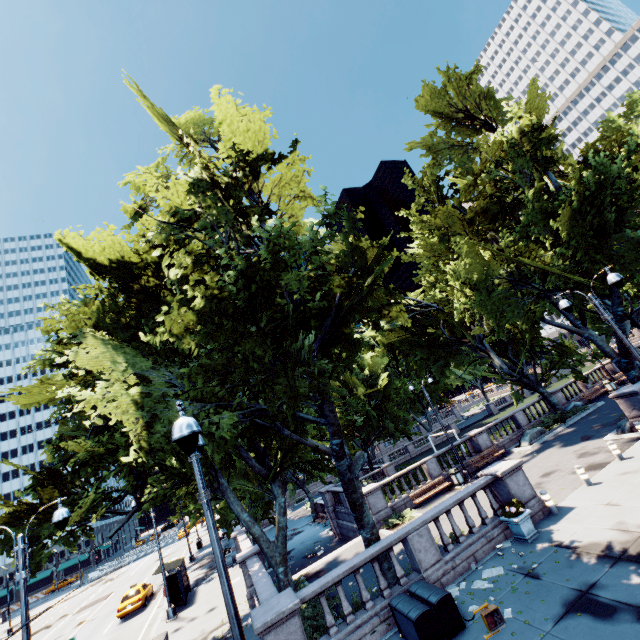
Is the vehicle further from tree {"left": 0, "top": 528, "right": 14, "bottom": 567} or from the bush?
the bush

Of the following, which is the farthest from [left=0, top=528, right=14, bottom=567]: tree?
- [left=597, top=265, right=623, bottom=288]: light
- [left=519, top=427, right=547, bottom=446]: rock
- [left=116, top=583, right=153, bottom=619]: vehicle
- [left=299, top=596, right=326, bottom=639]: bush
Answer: [left=116, top=583, right=153, bottom=619]: vehicle

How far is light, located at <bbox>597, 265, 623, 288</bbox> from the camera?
11.05m

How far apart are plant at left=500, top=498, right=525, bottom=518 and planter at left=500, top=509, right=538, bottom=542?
0.0m

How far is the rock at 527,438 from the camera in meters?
23.9

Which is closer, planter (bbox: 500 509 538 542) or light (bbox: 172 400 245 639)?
light (bbox: 172 400 245 639)

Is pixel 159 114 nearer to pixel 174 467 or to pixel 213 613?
pixel 174 467

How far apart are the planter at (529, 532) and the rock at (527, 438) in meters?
13.6 m
